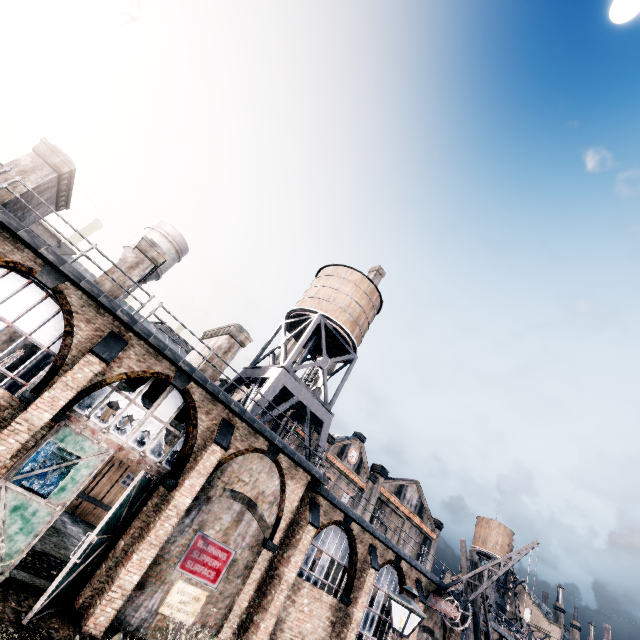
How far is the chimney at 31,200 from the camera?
13.67m

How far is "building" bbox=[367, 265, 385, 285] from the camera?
55.9m

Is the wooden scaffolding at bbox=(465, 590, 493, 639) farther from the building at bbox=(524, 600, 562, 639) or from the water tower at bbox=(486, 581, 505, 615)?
the water tower at bbox=(486, 581, 505, 615)

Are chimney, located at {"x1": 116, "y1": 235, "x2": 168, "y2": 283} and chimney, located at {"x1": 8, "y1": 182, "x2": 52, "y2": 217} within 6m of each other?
yes

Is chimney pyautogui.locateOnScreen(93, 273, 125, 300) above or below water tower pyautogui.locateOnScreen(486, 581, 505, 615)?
below

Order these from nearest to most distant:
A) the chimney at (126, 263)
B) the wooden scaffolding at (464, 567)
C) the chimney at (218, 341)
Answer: the chimney at (126, 263) → the chimney at (218, 341) → the wooden scaffolding at (464, 567)

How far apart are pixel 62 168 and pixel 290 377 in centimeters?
1657cm

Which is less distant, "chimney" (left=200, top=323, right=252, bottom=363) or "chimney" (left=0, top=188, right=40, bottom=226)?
"chimney" (left=0, top=188, right=40, bottom=226)
